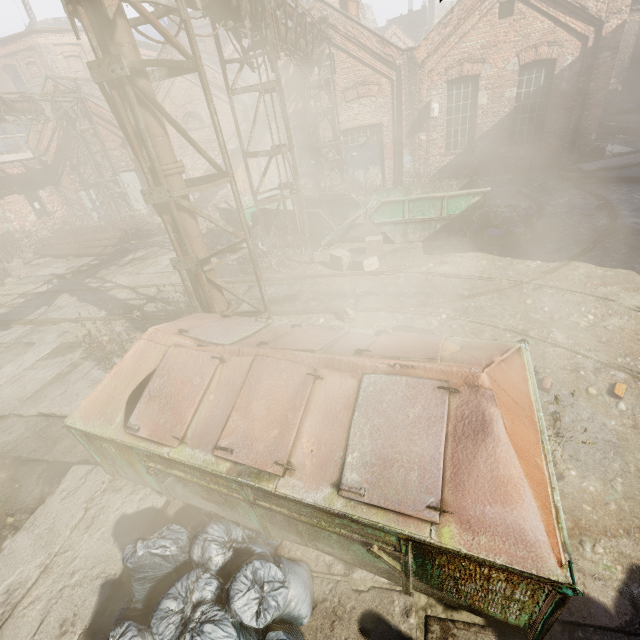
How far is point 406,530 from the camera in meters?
2.1 m

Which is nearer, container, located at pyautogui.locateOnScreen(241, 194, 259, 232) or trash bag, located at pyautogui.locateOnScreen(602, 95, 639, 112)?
container, located at pyautogui.locateOnScreen(241, 194, 259, 232)

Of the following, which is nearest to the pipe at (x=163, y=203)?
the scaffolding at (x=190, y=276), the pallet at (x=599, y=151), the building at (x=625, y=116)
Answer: the scaffolding at (x=190, y=276)

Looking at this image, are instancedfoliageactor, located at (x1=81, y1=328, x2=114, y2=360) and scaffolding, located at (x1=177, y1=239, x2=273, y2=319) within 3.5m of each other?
yes

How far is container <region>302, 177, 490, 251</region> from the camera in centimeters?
936cm

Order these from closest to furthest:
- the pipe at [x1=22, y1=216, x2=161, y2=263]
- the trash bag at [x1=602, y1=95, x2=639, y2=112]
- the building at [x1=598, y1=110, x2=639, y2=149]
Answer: the pipe at [x1=22, y1=216, x2=161, y2=263]
the building at [x1=598, y1=110, x2=639, y2=149]
the trash bag at [x1=602, y1=95, x2=639, y2=112]

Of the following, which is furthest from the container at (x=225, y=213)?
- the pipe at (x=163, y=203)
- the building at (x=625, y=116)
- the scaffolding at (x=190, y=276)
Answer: the building at (x=625, y=116)
